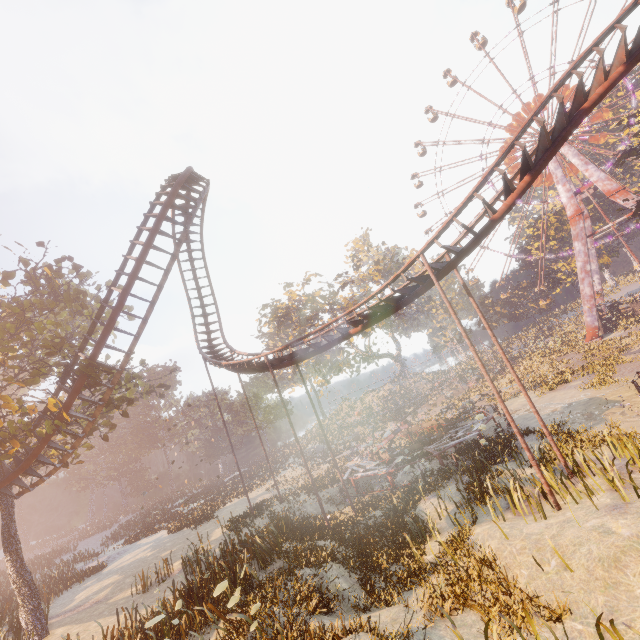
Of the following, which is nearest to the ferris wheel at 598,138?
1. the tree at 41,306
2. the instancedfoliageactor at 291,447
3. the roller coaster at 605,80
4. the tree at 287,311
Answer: the tree at 287,311

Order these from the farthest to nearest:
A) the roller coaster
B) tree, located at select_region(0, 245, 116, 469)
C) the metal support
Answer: the metal support, tree, located at select_region(0, 245, 116, 469), the roller coaster

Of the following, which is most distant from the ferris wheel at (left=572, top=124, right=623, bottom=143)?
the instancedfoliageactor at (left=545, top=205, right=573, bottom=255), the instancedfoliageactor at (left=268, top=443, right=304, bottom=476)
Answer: the instancedfoliageactor at (left=268, top=443, right=304, bottom=476)

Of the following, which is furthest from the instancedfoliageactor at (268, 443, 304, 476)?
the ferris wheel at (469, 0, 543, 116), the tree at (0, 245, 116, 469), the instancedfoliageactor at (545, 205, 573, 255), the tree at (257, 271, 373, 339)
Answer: the ferris wheel at (469, 0, 543, 116)

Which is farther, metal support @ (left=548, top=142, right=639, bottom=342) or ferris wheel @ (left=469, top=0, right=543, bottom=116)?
ferris wheel @ (left=469, top=0, right=543, bottom=116)

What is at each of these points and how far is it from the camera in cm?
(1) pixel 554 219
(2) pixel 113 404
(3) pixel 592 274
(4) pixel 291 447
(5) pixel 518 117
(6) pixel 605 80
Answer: (1) instancedfoliageactor, 5372
(2) tree, 1895
(3) metal support, 4606
(4) instancedfoliageactor, 5131
(5) ferris wheel, 4700
(6) roller coaster, 1063

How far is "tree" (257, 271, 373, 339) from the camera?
49.25m

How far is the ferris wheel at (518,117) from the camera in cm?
4716
